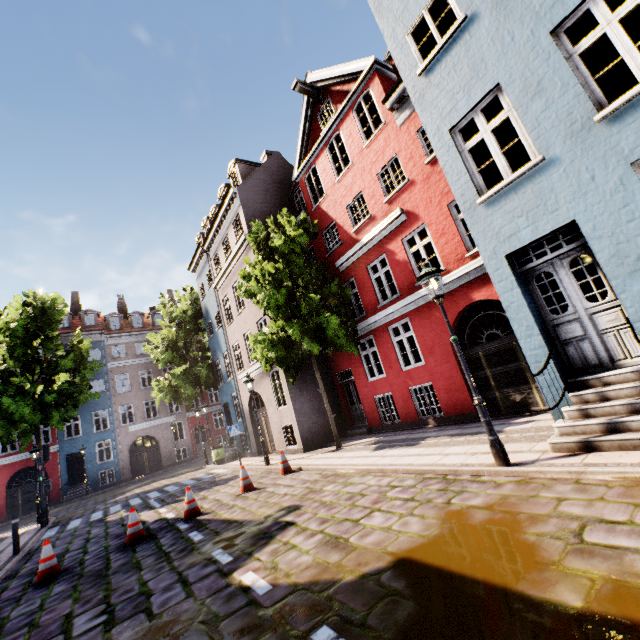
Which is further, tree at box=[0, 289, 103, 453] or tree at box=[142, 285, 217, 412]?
tree at box=[142, 285, 217, 412]

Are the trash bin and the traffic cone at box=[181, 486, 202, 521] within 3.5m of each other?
no

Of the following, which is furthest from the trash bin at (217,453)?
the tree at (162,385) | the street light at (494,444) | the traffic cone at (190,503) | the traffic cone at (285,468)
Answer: the street light at (494,444)

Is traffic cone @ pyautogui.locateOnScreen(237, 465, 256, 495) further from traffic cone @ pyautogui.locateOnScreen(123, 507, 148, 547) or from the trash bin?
the trash bin

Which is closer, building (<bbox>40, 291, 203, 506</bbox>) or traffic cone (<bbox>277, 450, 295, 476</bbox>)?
traffic cone (<bbox>277, 450, 295, 476</bbox>)

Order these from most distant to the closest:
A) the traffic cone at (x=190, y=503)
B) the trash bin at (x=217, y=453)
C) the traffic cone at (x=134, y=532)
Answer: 1. the trash bin at (x=217, y=453)
2. the traffic cone at (x=190, y=503)
3. the traffic cone at (x=134, y=532)

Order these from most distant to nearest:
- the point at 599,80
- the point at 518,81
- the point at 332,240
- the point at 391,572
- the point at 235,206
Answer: the point at 235,206
the point at 332,240
the point at 599,80
the point at 518,81
the point at 391,572

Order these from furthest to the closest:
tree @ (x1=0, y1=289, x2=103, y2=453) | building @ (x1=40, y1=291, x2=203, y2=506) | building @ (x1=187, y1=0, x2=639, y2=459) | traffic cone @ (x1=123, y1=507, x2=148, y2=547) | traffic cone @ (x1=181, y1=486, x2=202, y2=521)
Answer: building @ (x1=40, y1=291, x2=203, y2=506)
tree @ (x1=0, y1=289, x2=103, y2=453)
traffic cone @ (x1=181, y1=486, x2=202, y2=521)
traffic cone @ (x1=123, y1=507, x2=148, y2=547)
building @ (x1=187, y1=0, x2=639, y2=459)
